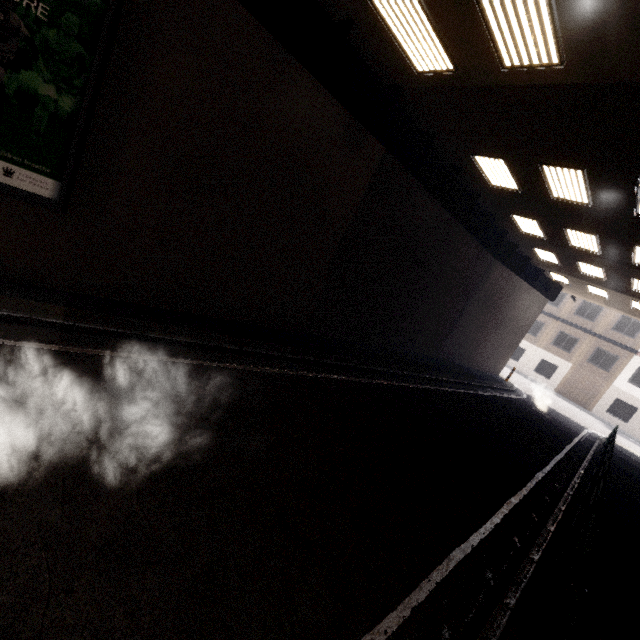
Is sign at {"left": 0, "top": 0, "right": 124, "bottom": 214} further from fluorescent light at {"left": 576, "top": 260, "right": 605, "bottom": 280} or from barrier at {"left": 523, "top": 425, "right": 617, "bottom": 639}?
fluorescent light at {"left": 576, "top": 260, "right": 605, "bottom": 280}

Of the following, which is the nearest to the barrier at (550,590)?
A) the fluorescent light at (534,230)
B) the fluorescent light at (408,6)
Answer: the fluorescent light at (408,6)

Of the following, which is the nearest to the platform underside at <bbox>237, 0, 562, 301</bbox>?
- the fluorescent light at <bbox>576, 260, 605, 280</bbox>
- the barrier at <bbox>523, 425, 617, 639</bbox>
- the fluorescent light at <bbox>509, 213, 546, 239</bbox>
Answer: the fluorescent light at <bbox>509, 213, 546, 239</bbox>

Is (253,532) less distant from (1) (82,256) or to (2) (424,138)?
(1) (82,256)

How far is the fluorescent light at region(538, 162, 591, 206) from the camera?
7.64m

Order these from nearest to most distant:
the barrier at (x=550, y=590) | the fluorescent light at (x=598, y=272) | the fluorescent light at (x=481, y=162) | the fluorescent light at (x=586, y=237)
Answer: the barrier at (x=550, y=590) → the fluorescent light at (x=481, y=162) → the fluorescent light at (x=586, y=237) → the fluorescent light at (x=598, y=272)

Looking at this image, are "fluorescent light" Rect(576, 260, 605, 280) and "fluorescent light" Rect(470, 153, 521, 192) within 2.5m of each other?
no

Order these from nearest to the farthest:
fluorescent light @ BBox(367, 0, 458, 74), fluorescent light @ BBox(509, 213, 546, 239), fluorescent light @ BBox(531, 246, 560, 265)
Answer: fluorescent light @ BBox(367, 0, 458, 74) < fluorescent light @ BBox(509, 213, 546, 239) < fluorescent light @ BBox(531, 246, 560, 265)
